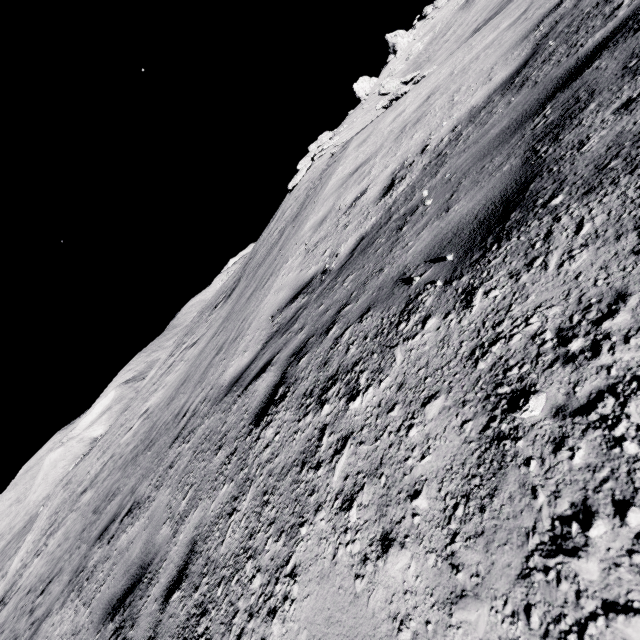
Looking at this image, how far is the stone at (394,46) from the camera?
39.7 meters

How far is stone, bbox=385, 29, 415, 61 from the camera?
39.7 meters

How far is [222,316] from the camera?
17.4 meters
